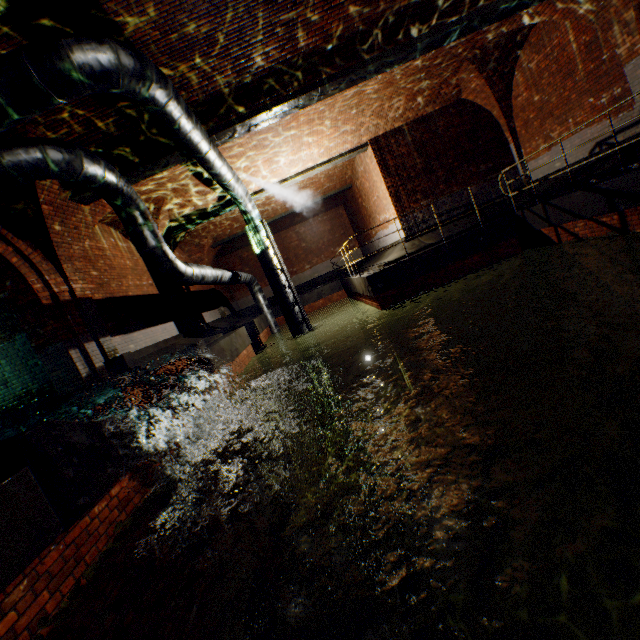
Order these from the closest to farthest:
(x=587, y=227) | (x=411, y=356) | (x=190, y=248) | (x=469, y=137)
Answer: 1. (x=587, y=227)
2. (x=411, y=356)
3. (x=469, y=137)
4. (x=190, y=248)

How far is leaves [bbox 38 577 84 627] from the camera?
2.6m

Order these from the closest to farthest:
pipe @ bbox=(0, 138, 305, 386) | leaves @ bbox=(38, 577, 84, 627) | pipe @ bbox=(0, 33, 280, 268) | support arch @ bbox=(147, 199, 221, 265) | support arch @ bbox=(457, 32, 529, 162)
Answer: leaves @ bbox=(38, 577, 84, 627) < pipe @ bbox=(0, 33, 280, 268) < pipe @ bbox=(0, 138, 305, 386) < support arch @ bbox=(457, 32, 529, 162) < support arch @ bbox=(147, 199, 221, 265)

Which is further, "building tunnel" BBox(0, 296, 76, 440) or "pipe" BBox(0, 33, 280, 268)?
"building tunnel" BBox(0, 296, 76, 440)

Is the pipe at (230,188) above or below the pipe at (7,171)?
above

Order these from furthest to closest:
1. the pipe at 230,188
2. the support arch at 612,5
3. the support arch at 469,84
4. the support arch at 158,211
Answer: the support arch at 158,211 → the support arch at 469,84 → the support arch at 612,5 → the pipe at 230,188

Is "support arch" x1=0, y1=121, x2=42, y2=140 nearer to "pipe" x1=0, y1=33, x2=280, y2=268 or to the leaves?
"pipe" x1=0, y1=33, x2=280, y2=268

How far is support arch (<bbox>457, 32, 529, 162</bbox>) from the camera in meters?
9.8
